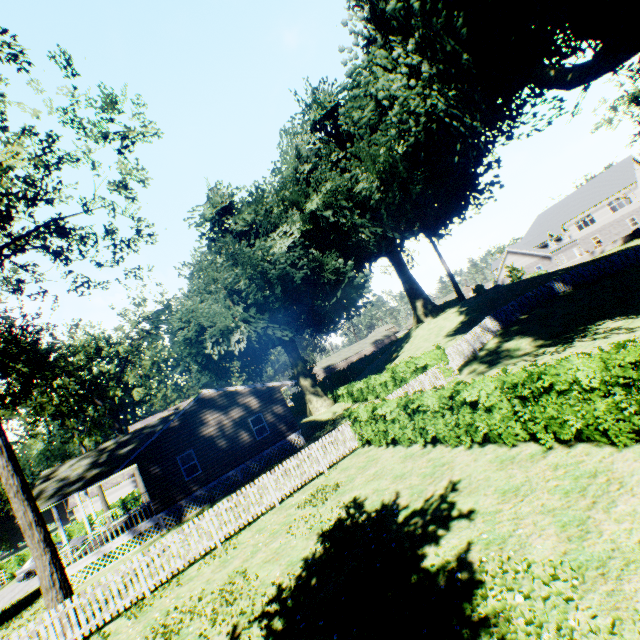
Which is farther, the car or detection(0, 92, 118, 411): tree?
the car

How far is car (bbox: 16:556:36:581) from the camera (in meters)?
26.58

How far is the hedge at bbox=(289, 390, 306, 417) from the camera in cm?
4444

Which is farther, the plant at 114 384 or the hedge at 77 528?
the hedge at 77 528

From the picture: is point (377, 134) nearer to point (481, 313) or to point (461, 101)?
point (461, 101)

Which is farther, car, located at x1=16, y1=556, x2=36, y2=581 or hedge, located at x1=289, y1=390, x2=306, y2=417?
hedge, located at x1=289, y1=390, x2=306, y2=417

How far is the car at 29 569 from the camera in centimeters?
2658cm

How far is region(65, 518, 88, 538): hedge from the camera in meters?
35.3
